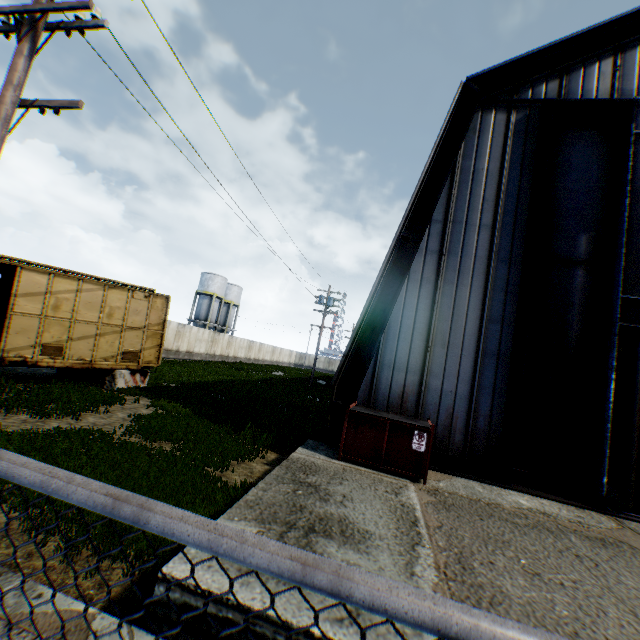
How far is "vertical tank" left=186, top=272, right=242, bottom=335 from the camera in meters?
49.2 m

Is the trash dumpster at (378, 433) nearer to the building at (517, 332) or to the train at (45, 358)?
the building at (517, 332)

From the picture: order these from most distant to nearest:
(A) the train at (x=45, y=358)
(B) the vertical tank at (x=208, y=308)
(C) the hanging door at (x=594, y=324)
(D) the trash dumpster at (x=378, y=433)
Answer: (B) the vertical tank at (x=208, y=308), (A) the train at (x=45, y=358), (C) the hanging door at (x=594, y=324), (D) the trash dumpster at (x=378, y=433)

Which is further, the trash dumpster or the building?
the building

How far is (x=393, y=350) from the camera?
8.9 meters

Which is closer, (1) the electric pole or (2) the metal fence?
(2) the metal fence

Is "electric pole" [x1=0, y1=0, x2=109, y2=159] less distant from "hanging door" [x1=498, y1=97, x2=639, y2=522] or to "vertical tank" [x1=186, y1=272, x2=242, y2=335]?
"hanging door" [x1=498, y1=97, x2=639, y2=522]

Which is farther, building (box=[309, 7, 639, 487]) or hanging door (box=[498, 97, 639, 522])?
building (box=[309, 7, 639, 487])
